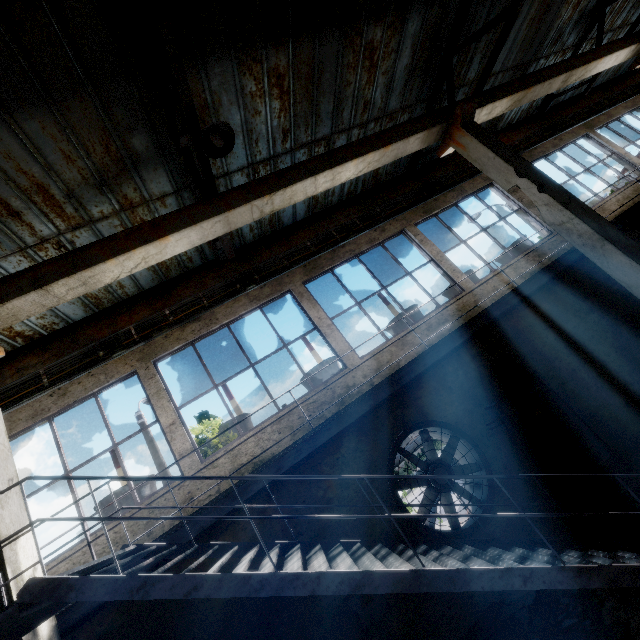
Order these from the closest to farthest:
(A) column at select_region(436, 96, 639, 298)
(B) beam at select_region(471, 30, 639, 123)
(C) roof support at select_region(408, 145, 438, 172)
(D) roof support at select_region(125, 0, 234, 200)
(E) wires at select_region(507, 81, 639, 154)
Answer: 1. (D) roof support at select_region(125, 0, 234, 200)
2. (A) column at select_region(436, 96, 639, 298)
3. (B) beam at select_region(471, 30, 639, 123)
4. (C) roof support at select_region(408, 145, 438, 172)
5. (E) wires at select_region(507, 81, 639, 154)

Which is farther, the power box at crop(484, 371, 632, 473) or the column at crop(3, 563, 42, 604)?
the power box at crop(484, 371, 632, 473)

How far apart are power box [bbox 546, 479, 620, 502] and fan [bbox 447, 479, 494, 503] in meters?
0.5 m

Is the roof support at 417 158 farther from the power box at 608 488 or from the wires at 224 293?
the power box at 608 488

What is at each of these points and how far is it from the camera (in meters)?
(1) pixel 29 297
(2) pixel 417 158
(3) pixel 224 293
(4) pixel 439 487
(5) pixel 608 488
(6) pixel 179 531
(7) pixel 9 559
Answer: (1) beam, 4.62
(2) roof support, 10.25
(3) wires, 8.18
(4) fan, 6.53
(5) power box, 6.26
(6) elevated walkway, 3.98
(7) column, 3.27

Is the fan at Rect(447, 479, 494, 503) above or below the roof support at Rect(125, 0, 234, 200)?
below

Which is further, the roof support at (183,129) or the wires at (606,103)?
the wires at (606,103)
